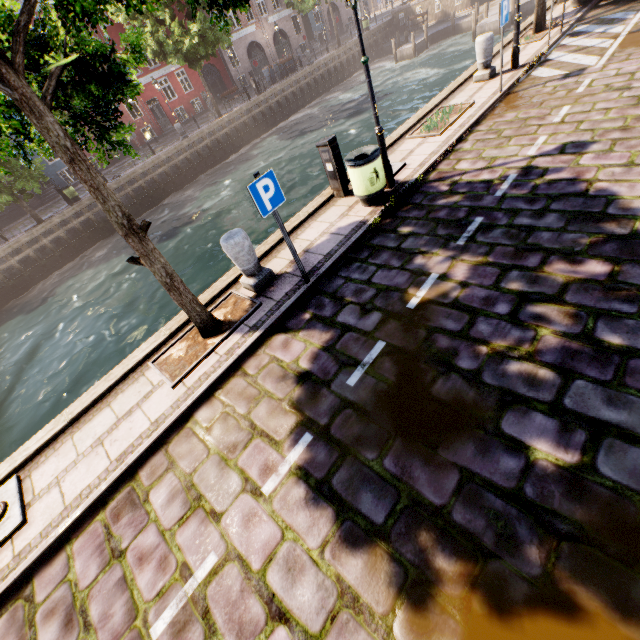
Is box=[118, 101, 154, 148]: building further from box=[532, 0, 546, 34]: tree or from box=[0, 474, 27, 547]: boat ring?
box=[0, 474, 27, 547]: boat ring

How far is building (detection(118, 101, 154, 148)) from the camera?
28.28m

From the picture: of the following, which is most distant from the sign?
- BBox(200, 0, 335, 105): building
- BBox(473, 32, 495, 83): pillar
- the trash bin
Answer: BBox(200, 0, 335, 105): building

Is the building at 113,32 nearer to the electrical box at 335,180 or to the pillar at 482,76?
the electrical box at 335,180

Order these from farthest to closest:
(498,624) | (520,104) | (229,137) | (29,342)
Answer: (229,137) → (29,342) → (520,104) → (498,624)

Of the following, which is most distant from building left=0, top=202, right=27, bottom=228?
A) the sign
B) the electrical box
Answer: the sign

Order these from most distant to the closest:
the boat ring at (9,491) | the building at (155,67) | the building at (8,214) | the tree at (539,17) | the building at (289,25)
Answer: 1. the building at (289,25)
2. the building at (155,67)
3. the building at (8,214)
4. the tree at (539,17)
5. the boat ring at (9,491)

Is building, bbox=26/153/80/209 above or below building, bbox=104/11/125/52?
below
